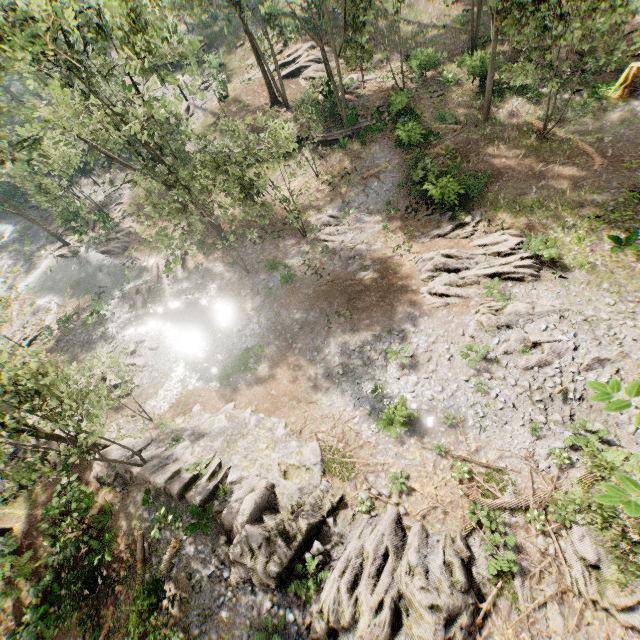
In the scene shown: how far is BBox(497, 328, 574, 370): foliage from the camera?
15.7m

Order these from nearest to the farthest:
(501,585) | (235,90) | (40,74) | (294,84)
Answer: (501,585)
(294,84)
(235,90)
(40,74)

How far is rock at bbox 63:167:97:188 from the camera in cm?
4256

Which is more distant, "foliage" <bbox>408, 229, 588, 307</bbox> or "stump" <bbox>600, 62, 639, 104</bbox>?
"stump" <bbox>600, 62, 639, 104</bbox>

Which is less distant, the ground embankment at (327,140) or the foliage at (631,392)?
the foliage at (631,392)

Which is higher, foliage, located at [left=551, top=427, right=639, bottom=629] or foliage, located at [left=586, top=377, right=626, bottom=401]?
foliage, located at [left=586, top=377, right=626, bottom=401]

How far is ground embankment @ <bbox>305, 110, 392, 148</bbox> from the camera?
28.27m

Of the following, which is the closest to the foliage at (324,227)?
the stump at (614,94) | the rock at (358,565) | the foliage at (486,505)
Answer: the rock at (358,565)
